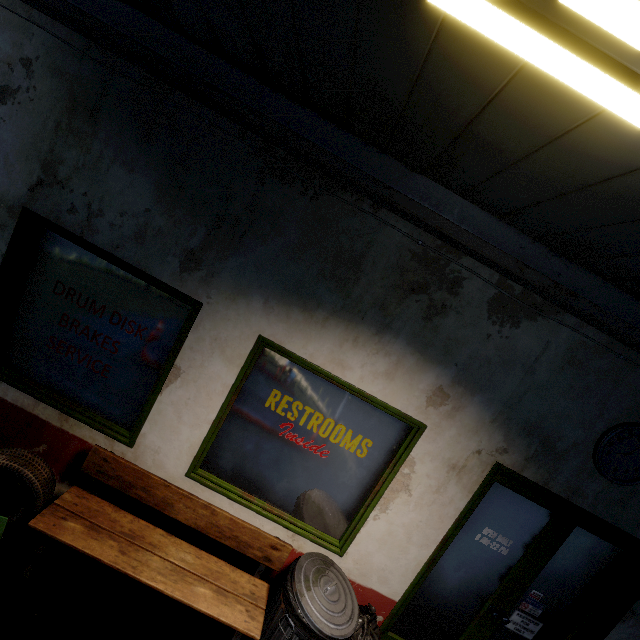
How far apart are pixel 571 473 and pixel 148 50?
5.0 meters

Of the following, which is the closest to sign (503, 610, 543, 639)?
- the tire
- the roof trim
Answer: the roof trim

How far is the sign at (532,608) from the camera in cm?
326

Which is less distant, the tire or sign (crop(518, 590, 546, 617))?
the tire

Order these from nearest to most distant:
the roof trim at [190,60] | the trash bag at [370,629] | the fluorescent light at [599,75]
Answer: the fluorescent light at [599,75], the roof trim at [190,60], the trash bag at [370,629]

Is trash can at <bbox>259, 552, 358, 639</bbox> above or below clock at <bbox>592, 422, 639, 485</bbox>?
below

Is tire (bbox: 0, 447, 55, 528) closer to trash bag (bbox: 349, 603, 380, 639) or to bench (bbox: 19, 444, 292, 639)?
bench (bbox: 19, 444, 292, 639)

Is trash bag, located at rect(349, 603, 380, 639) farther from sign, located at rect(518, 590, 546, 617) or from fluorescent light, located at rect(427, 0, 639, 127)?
fluorescent light, located at rect(427, 0, 639, 127)
